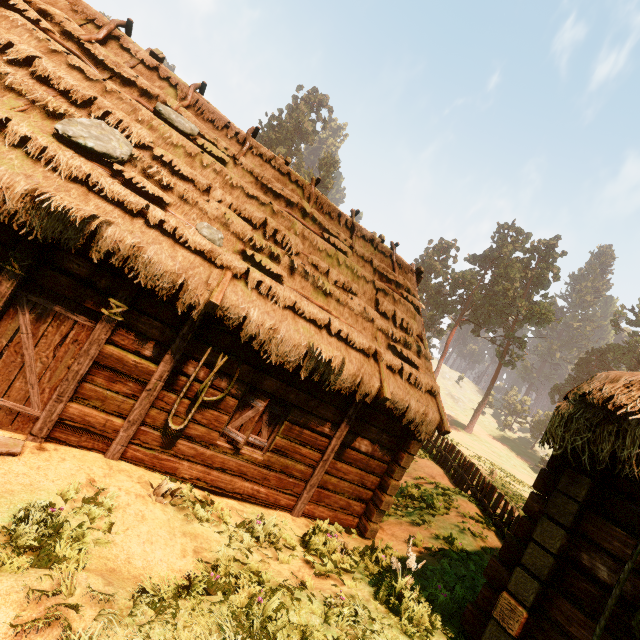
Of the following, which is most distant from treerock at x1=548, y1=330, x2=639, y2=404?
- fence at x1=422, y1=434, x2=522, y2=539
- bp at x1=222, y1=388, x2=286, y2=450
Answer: bp at x1=222, y1=388, x2=286, y2=450

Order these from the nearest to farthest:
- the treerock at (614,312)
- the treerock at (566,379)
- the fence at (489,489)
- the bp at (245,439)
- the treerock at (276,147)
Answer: the bp at (245,439), the fence at (489,489), the treerock at (566,379), the treerock at (614,312), the treerock at (276,147)

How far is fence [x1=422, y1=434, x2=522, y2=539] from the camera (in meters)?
9.30

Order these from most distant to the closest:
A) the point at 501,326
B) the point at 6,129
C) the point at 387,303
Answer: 1. the point at 501,326
2. the point at 387,303
3. the point at 6,129

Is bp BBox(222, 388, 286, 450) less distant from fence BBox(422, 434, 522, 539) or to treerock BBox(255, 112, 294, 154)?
fence BBox(422, 434, 522, 539)

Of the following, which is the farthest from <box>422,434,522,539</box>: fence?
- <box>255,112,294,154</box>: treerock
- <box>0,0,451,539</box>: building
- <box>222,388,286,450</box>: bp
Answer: <box>222,388,286,450</box>: bp

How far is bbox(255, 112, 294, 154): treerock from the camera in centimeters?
5484cm

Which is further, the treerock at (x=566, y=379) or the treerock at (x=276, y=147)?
the treerock at (x=276, y=147)
